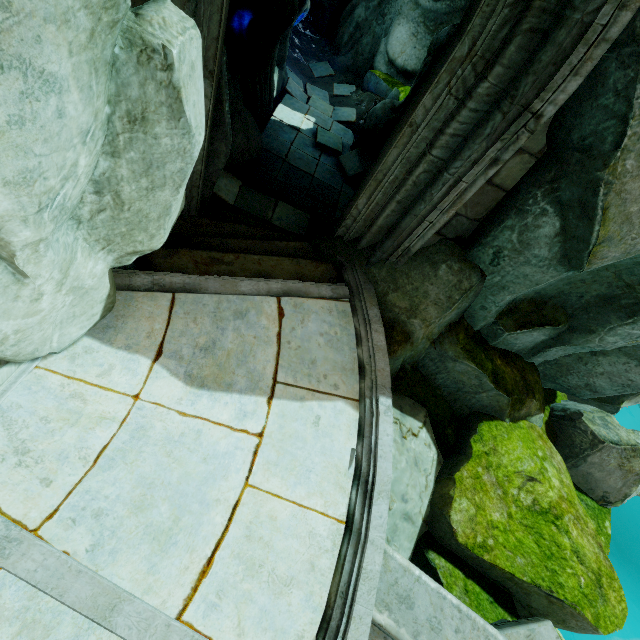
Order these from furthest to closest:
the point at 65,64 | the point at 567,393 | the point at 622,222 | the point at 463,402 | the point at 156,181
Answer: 1. the point at 567,393
2. the point at 463,402
3. the point at 622,222
4. the point at 156,181
5. the point at 65,64

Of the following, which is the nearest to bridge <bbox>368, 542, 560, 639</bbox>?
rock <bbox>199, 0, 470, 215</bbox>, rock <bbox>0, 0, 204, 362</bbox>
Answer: rock <bbox>199, 0, 470, 215</bbox>

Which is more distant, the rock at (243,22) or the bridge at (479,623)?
the rock at (243,22)

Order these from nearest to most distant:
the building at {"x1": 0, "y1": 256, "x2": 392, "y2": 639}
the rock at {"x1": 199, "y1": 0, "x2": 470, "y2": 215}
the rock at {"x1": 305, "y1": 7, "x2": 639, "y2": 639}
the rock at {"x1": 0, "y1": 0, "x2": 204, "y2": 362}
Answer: the rock at {"x1": 0, "y1": 0, "x2": 204, "y2": 362}
the building at {"x1": 0, "y1": 256, "x2": 392, "y2": 639}
the rock at {"x1": 305, "y1": 7, "x2": 639, "y2": 639}
the rock at {"x1": 199, "y1": 0, "x2": 470, "y2": 215}

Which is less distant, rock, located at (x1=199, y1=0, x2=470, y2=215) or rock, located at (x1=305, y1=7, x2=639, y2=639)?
rock, located at (x1=305, y1=7, x2=639, y2=639)

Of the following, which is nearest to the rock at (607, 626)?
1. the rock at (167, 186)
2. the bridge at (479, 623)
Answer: the bridge at (479, 623)

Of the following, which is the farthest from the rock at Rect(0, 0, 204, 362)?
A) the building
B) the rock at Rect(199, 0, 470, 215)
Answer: the rock at Rect(199, 0, 470, 215)
